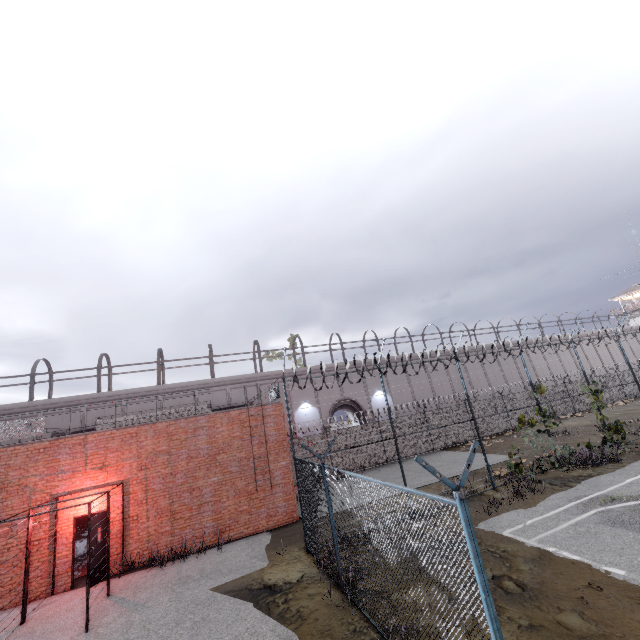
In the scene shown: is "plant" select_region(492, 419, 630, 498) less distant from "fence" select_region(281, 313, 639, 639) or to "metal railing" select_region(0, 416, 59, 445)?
"fence" select_region(281, 313, 639, 639)

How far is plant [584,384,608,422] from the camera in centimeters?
1605cm

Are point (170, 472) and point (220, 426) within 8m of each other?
yes

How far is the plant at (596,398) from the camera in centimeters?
1605cm

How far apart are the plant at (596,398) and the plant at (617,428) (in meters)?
2.47

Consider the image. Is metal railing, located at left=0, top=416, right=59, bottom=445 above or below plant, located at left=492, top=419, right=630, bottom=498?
above

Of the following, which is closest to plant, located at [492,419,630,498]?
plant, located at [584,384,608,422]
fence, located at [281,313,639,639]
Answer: fence, located at [281,313,639,639]

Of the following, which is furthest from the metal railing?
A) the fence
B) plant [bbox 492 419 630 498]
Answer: plant [bbox 492 419 630 498]
